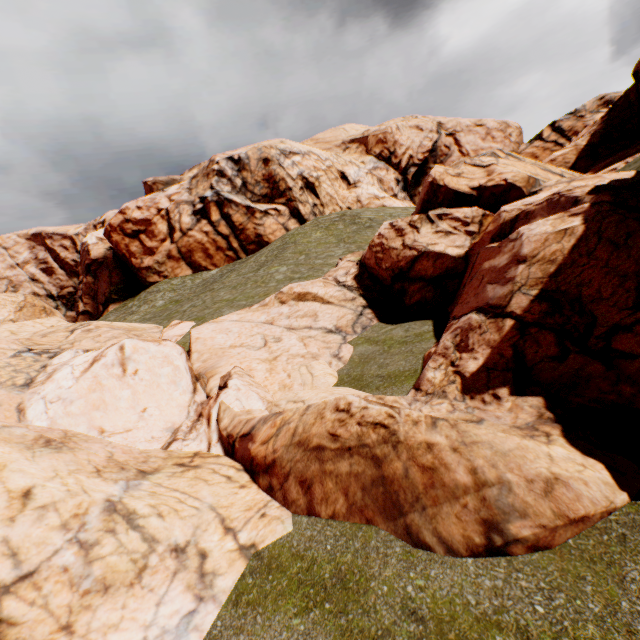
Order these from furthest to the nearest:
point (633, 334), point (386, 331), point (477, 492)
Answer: point (386, 331), point (633, 334), point (477, 492)
